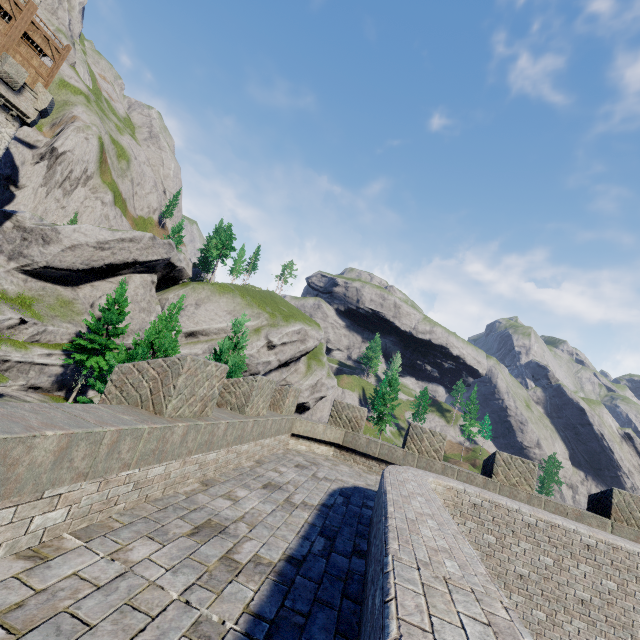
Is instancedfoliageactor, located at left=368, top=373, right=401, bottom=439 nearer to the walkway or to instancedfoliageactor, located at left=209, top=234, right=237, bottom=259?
instancedfoliageactor, located at left=209, top=234, right=237, bottom=259

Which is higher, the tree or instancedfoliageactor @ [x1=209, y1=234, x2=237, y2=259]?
instancedfoliageactor @ [x1=209, y1=234, x2=237, y2=259]

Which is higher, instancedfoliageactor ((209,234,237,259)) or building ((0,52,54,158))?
instancedfoliageactor ((209,234,237,259))

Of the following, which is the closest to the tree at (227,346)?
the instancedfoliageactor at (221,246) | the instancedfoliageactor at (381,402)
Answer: the instancedfoliageactor at (221,246)

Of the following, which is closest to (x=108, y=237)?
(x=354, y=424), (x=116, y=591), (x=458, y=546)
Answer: (x=354, y=424)

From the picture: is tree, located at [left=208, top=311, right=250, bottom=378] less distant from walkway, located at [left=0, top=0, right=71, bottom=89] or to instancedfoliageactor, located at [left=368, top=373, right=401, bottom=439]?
walkway, located at [left=0, top=0, right=71, bottom=89]

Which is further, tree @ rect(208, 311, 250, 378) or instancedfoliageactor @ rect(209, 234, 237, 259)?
instancedfoliageactor @ rect(209, 234, 237, 259)

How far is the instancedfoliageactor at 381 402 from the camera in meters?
56.9
